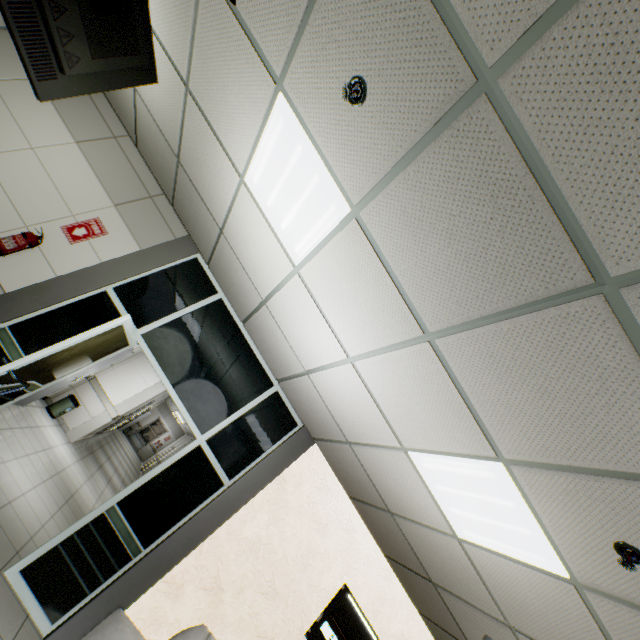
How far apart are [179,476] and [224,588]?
1.4m

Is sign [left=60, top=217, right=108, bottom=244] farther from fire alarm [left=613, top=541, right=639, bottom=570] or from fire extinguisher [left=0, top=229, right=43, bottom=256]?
fire alarm [left=613, top=541, right=639, bottom=570]

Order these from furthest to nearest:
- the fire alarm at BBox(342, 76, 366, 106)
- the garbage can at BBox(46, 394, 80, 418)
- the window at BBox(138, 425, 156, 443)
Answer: the window at BBox(138, 425, 156, 443), the garbage can at BBox(46, 394, 80, 418), the fire alarm at BBox(342, 76, 366, 106)

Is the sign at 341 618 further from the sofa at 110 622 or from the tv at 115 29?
the tv at 115 29

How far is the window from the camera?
23.92m

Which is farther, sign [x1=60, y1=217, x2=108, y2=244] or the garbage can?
the garbage can

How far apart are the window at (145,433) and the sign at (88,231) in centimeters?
2423cm

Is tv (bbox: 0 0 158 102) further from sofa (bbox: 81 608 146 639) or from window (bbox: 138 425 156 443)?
window (bbox: 138 425 156 443)
